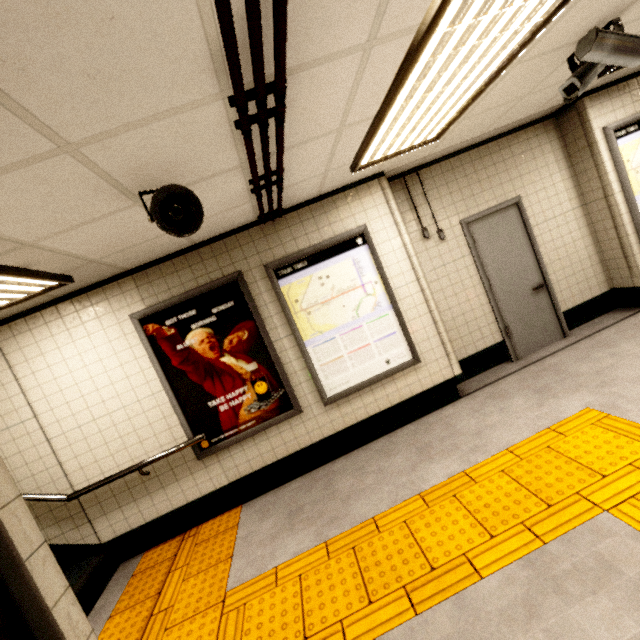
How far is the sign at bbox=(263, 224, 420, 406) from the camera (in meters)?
3.70

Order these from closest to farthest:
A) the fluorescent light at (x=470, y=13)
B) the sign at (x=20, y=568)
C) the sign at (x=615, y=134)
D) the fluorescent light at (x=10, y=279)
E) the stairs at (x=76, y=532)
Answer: the sign at (x=20, y=568) < the fluorescent light at (x=470, y=13) < the fluorescent light at (x=10, y=279) < the stairs at (x=76, y=532) < the sign at (x=615, y=134)

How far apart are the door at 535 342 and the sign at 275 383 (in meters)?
3.00

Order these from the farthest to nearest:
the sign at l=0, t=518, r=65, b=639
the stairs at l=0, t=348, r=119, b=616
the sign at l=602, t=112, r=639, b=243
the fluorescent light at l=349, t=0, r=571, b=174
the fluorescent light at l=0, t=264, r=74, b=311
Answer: the sign at l=602, t=112, r=639, b=243, the stairs at l=0, t=348, r=119, b=616, the fluorescent light at l=0, t=264, r=74, b=311, the fluorescent light at l=349, t=0, r=571, b=174, the sign at l=0, t=518, r=65, b=639

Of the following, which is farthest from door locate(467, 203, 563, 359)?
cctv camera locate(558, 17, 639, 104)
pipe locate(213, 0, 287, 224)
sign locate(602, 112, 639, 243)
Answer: pipe locate(213, 0, 287, 224)

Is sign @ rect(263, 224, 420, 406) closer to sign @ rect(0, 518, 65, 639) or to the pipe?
the pipe

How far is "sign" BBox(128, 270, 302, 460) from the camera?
3.5 meters

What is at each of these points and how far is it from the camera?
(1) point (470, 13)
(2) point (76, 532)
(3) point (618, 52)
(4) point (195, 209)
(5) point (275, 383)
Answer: (1) fluorescent light, 1.6 meters
(2) stairs, 3.5 meters
(3) cctv camera, 2.4 meters
(4) loudspeaker, 2.0 meters
(5) sign, 3.7 meters
